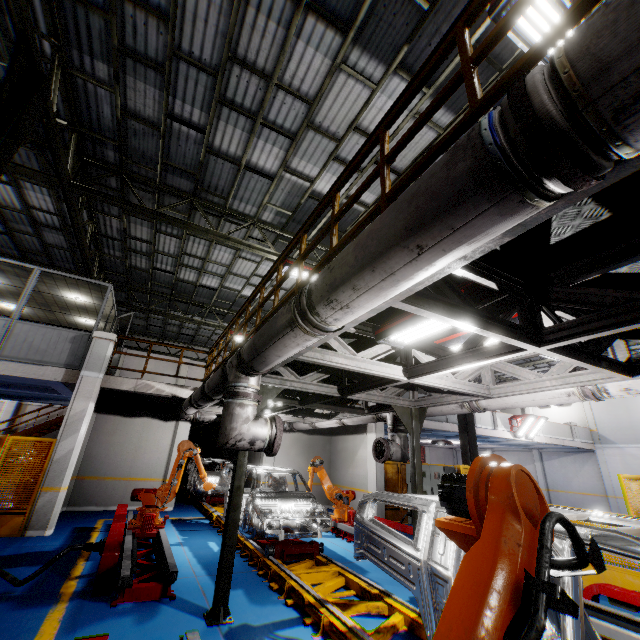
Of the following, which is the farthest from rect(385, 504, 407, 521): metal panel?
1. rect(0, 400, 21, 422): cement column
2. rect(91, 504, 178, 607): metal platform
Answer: rect(0, 400, 21, 422): cement column

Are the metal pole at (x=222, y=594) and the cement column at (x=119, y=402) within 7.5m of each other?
no

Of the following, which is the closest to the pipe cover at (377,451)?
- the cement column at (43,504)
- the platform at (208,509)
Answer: the platform at (208,509)

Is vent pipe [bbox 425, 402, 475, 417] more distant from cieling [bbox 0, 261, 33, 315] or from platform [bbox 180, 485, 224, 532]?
cieling [bbox 0, 261, 33, 315]

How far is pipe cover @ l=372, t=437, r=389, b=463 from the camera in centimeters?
768cm

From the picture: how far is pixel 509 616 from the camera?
1.16m

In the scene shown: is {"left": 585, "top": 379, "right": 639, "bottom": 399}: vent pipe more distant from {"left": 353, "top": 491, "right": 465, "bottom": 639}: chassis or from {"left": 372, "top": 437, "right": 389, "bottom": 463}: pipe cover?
{"left": 353, "top": 491, "right": 465, "bottom": 639}: chassis

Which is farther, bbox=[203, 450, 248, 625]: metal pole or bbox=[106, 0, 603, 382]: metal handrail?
bbox=[203, 450, 248, 625]: metal pole
